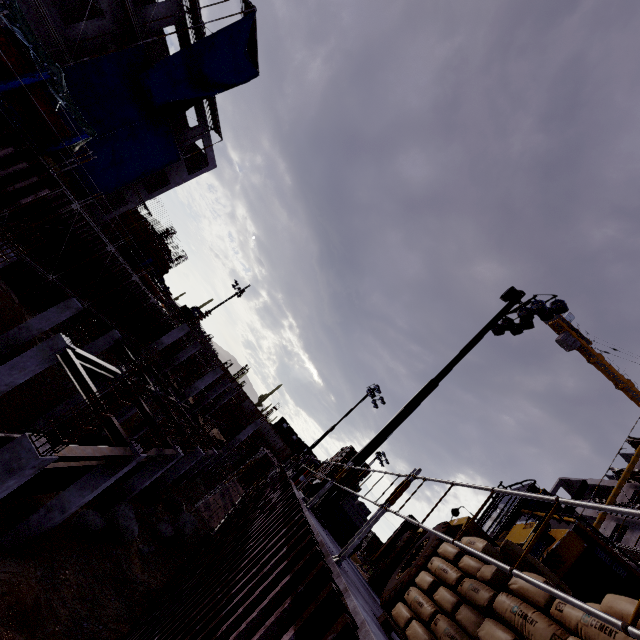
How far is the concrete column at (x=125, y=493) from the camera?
14.16m

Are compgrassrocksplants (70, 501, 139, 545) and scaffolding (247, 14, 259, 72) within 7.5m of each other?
no

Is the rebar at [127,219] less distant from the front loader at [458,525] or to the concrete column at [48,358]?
the concrete column at [48,358]

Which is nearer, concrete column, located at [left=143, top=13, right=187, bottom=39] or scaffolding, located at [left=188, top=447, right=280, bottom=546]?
scaffolding, located at [left=188, top=447, right=280, bottom=546]

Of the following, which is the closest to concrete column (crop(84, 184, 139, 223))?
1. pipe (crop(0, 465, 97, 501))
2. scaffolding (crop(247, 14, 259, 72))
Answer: scaffolding (crop(247, 14, 259, 72))

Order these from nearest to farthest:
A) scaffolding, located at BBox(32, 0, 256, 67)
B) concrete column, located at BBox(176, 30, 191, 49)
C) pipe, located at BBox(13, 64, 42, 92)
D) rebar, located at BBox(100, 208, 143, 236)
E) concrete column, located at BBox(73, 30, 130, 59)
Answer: pipe, located at BBox(13, 64, 42, 92), scaffolding, located at BBox(32, 0, 256, 67), concrete column, located at BBox(73, 30, 130, 59), concrete column, located at BBox(176, 30, 191, 49), rebar, located at BBox(100, 208, 143, 236)

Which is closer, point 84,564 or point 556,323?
point 84,564

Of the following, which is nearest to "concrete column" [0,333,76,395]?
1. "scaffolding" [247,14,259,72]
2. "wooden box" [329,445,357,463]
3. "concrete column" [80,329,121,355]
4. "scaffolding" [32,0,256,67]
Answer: "concrete column" [80,329,121,355]
